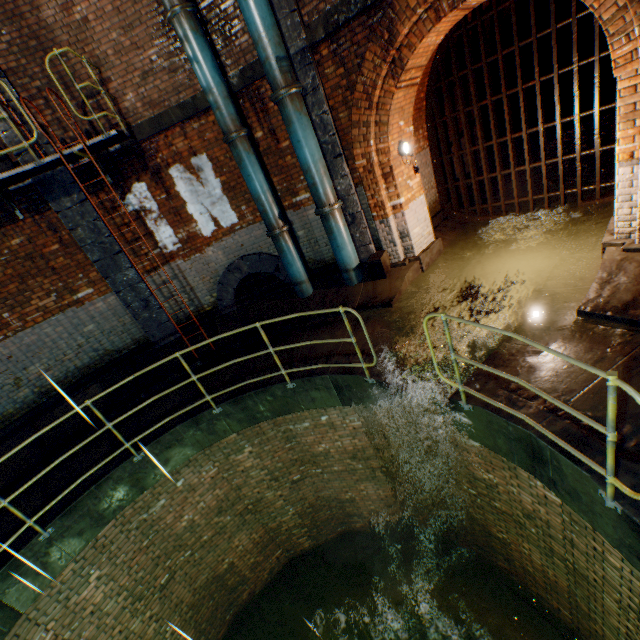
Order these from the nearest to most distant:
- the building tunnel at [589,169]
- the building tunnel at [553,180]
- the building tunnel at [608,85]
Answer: the building tunnel at [589,169] < the building tunnel at [553,180] < the building tunnel at [608,85]

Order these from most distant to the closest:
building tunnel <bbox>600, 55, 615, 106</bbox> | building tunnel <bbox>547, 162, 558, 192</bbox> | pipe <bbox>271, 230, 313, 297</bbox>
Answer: building tunnel <bbox>600, 55, 615, 106</bbox> → building tunnel <bbox>547, 162, 558, 192</bbox> → pipe <bbox>271, 230, 313, 297</bbox>

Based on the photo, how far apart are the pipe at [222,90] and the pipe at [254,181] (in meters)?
0.10

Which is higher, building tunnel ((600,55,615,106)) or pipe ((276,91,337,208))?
pipe ((276,91,337,208))

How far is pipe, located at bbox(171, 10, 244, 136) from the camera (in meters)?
5.58

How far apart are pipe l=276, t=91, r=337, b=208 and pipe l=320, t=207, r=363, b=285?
0.13m

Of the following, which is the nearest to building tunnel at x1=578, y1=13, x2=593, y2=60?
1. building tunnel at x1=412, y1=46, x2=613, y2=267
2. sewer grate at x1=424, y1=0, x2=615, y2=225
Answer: building tunnel at x1=412, y1=46, x2=613, y2=267

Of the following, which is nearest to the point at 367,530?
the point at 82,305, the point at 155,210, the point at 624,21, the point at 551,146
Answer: the point at 82,305
